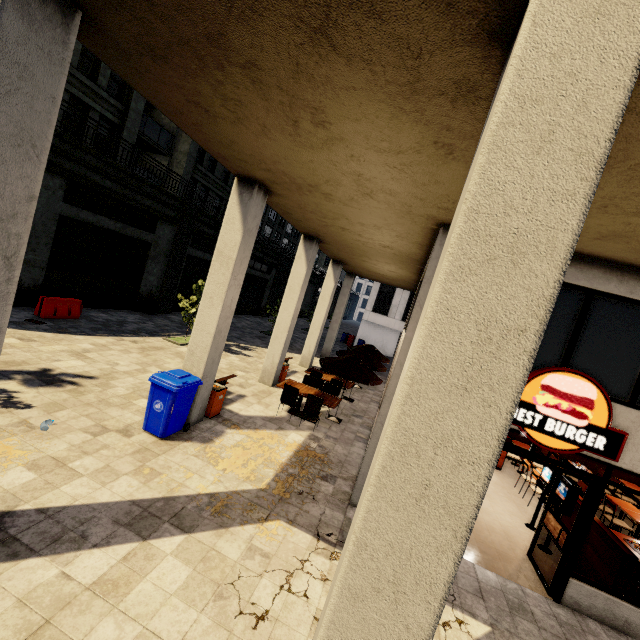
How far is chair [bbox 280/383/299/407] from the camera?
9.73m

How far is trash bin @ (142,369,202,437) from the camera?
6.75m

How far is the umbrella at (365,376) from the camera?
10.1m

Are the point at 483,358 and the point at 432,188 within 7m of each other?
yes

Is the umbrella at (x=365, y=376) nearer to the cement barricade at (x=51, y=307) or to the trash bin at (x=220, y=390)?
the trash bin at (x=220, y=390)

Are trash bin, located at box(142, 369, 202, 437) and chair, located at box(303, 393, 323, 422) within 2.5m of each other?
no

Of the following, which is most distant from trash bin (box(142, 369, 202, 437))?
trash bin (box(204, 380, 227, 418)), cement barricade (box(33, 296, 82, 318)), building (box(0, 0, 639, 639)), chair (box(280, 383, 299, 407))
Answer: cement barricade (box(33, 296, 82, 318))

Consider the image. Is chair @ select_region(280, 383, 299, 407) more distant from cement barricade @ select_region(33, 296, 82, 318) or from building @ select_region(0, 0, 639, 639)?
cement barricade @ select_region(33, 296, 82, 318)
